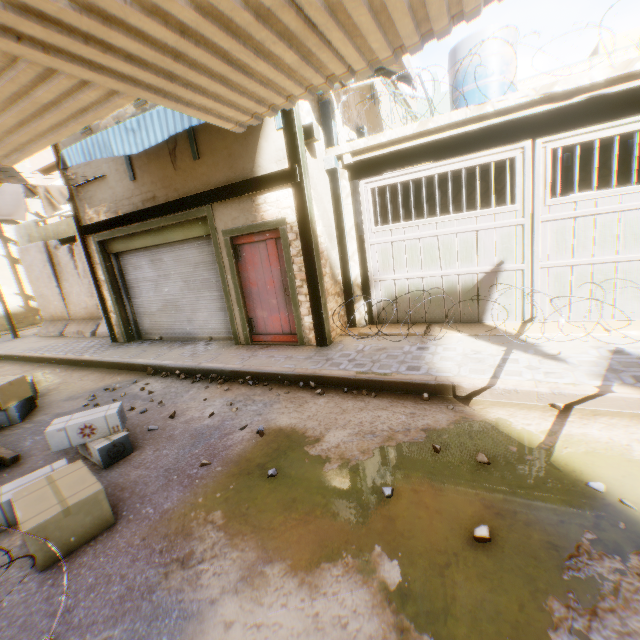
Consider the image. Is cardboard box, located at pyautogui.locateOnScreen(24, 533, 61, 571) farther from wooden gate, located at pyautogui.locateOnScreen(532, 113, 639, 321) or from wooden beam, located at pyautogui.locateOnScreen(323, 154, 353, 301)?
wooden gate, located at pyautogui.locateOnScreen(532, 113, 639, 321)

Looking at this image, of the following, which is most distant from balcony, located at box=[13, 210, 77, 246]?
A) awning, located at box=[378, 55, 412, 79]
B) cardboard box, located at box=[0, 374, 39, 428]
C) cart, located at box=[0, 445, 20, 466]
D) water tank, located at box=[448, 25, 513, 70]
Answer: water tank, located at box=[448, 25, 513, 70]

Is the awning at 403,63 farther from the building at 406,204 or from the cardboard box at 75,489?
the cardboard box at 75,489

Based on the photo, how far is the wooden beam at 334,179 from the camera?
6.34m

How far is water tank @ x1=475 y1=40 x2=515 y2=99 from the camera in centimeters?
785cm

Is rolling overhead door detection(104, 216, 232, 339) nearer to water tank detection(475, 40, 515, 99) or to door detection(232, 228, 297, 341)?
door detection(232, 228, 297, 341)

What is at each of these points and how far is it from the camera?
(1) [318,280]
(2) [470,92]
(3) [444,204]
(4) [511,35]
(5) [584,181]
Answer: (1) wooden beam, 5.9m
(2) water tank, 8.3m
(3) building, 10.9m
(4) water tank, 7.9m
(5) building, 9.2m

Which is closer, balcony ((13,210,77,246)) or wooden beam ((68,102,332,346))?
wooden beam ((68,102,332,346))
